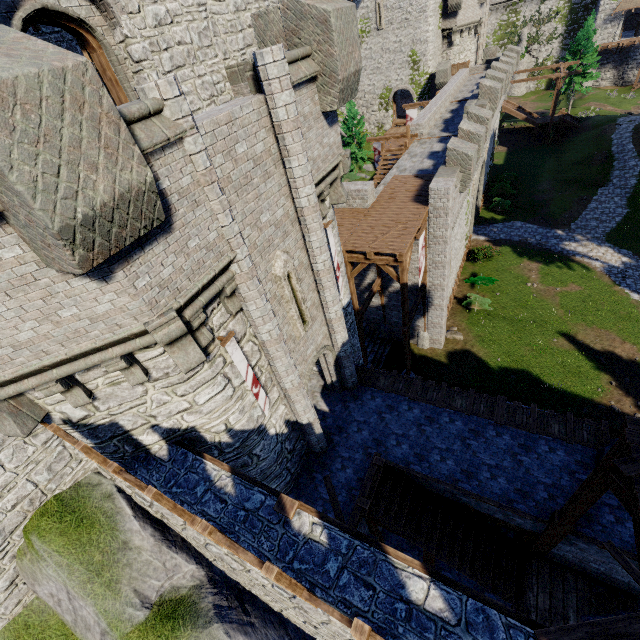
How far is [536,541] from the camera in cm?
967

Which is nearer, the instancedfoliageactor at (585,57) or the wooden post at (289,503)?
the wooden post at (289,503)

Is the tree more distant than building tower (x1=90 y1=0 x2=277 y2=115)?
Yes

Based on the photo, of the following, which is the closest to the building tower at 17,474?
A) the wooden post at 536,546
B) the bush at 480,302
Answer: the bush at 480,302

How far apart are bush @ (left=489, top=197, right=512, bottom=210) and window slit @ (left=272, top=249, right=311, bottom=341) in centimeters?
3027cm

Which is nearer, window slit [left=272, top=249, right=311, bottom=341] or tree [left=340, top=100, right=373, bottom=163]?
window slit [left=272, top=249, right=311, bottom=341]

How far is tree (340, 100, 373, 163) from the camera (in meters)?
35.66

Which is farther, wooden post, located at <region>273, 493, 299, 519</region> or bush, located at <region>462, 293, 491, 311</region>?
bush, located at <region>462, 293, 491, 311</region>
